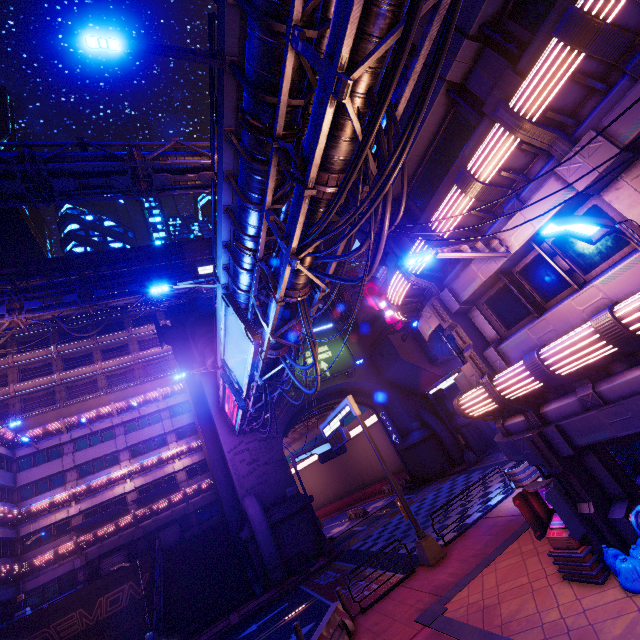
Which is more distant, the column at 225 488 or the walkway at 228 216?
the column at 225 488

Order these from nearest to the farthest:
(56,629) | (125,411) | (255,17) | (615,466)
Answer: (255,17)
(615,466)
(56,629)
(125,411)

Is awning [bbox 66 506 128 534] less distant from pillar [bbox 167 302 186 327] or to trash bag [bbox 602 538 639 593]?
pillar [bbox 167 302 186 327]

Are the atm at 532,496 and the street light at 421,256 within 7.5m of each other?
yes

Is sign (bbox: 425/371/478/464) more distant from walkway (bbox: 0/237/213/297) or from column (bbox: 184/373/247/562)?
walkway (bbox: 0/237/213/297)

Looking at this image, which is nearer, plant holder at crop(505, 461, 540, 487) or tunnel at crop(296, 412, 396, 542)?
plant holder at crop(505, 461, 540, 487)

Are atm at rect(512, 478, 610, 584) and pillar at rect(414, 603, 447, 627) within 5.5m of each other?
yes

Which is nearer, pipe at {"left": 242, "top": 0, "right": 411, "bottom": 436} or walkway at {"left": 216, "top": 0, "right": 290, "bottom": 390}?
pipe at {"left": 242, "top": 0, "right": 411, "bottom": 436}
